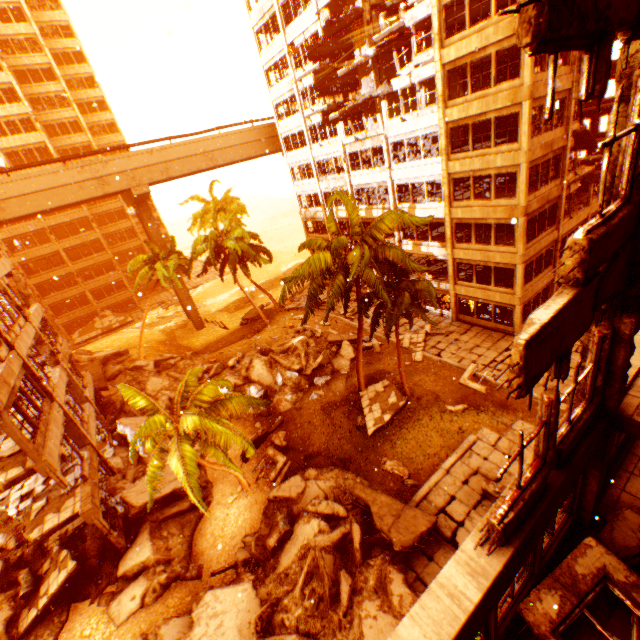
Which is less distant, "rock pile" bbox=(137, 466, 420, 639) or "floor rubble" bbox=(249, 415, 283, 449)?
"rock pile" bbox=(137, 466, 420, 639)

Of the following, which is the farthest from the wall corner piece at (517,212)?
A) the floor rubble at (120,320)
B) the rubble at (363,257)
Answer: the floor rubble at (120,320)

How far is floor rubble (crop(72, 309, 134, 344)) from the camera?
42.9 meters

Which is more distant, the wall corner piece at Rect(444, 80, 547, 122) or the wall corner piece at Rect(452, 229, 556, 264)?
the wall corner piece at Rect(452, 229, 556, 264)

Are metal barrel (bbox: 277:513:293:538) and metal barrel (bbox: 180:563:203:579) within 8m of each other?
yes

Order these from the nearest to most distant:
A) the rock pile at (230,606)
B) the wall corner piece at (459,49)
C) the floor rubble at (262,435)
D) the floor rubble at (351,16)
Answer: the rock pile at (230,606) < the wall corner piece at (459,49) < the floor rubble at (262,435) < the floor rubble at (351,16)

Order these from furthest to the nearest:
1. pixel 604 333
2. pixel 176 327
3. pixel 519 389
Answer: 1. pixel 176 327
2. pixel 604 333
3. pixel 519 389

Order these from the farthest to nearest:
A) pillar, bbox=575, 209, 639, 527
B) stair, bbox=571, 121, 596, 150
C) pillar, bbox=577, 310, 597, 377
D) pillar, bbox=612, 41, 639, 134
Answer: stair, bbox=571, 121, 596, 150, pillar, bbox=577, 310, 597, 377, pillar, bbox=575, 209, 639, 527, pillar, bbox=612, 41, 639, 134
